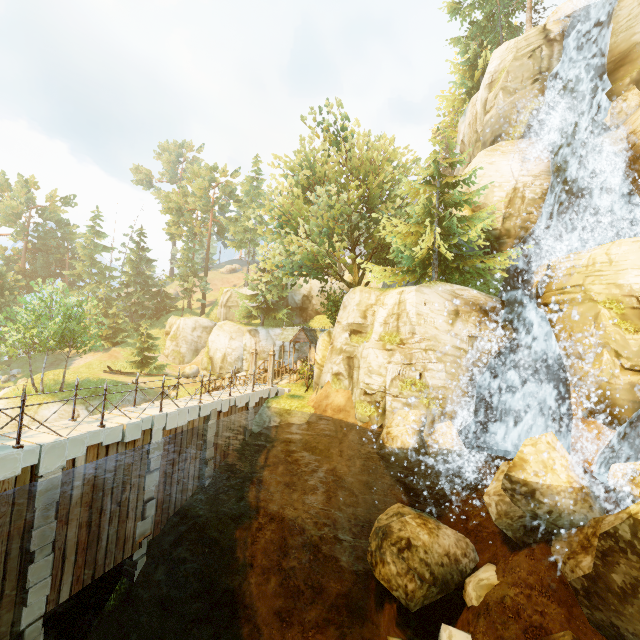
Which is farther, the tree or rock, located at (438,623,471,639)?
the tree

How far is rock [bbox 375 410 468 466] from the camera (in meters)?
13.24

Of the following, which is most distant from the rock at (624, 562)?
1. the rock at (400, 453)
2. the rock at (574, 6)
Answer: the rock at (574, 6)

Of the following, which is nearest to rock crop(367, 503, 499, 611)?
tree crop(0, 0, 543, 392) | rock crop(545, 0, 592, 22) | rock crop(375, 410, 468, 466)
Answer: rock crop(375, 410, 468, 466)

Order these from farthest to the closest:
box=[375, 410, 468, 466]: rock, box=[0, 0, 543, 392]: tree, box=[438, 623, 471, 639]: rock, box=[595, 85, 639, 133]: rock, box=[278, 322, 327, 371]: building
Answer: box=[278, 322, 327, 371]: building < box=[0, 0, 543, 392]: tree < box=[595, 85, 639, 133]: rock < box=[375, 410, 468, 466]: rock < box=[438, 623, 471, 639]: rock

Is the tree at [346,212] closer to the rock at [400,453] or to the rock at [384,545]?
the rock at [400,453]

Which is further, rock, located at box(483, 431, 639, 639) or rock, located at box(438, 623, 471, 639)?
rock, located at box(438, 623, 471, 639)

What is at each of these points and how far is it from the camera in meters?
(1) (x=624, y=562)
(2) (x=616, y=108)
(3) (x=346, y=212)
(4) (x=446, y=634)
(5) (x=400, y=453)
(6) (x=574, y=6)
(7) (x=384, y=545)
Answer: (1) rock, 8.4
(2) rock, 18.2
(3) tree, 23.6
(4) rock, 9.8
(5) rock, 13.3
(6) rock, 22.0
(7) rock, 12.6
